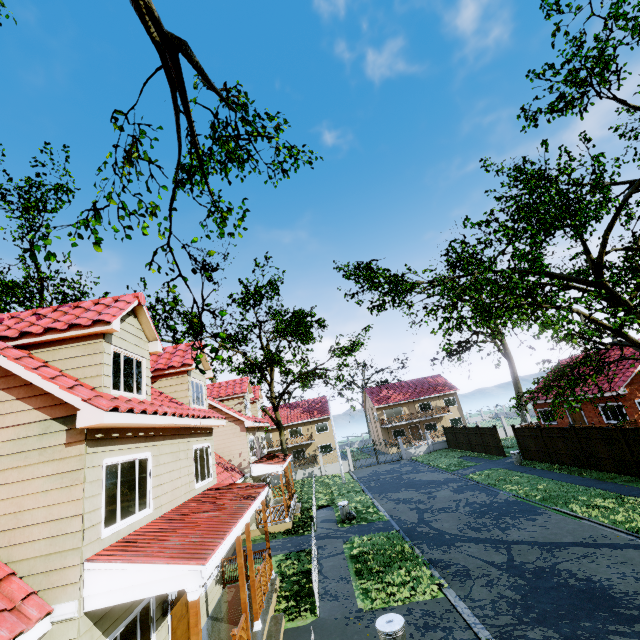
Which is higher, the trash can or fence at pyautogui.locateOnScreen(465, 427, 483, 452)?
the trash can

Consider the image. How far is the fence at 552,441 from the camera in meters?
19.3 m

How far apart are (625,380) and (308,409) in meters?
37.9

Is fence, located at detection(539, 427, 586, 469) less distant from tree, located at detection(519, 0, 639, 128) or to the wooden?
tree, located at detection(519, 0, 639, 128)

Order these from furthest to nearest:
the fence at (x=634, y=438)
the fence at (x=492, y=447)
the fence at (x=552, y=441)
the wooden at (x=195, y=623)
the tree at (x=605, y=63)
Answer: the fence at (x=492, y=447), the fence at (x=552, y=441), the fence at (x=634, y=438), the tree at (x=605, y=63), the wooden at (x=195, y=623)

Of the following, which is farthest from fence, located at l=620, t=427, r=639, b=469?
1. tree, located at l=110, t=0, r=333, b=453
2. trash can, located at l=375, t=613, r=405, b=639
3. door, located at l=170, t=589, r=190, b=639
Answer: door, located at l=170, t=589, r=190, b=639

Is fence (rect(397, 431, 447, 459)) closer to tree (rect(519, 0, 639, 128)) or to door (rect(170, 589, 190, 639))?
tree (rect(519, 0, 639, 128))

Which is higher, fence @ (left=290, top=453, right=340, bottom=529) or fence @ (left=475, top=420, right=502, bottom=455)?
fence @ (left=475, top=420, right=502, bottom=455)
